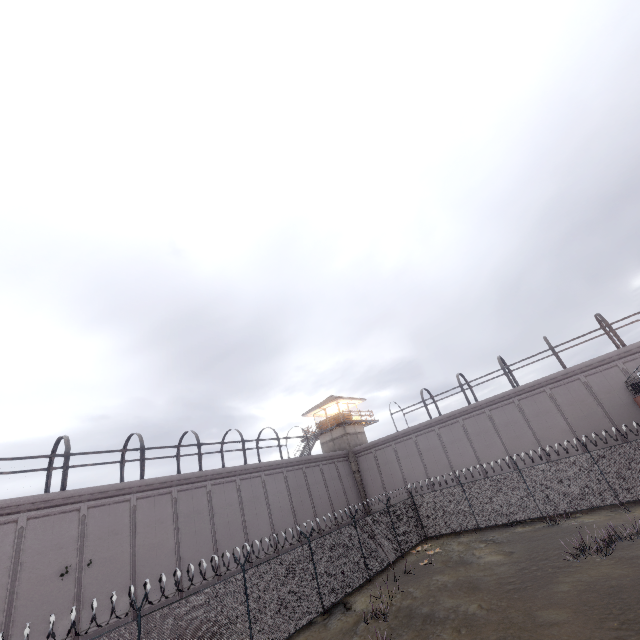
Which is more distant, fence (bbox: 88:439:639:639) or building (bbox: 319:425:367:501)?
building (bbox: 319:425:367:501)

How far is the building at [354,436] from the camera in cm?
3456

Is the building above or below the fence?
above

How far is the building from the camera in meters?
34.6

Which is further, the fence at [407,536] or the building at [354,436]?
the building at [354,436]

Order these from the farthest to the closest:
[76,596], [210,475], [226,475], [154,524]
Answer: [226,475]
[210,475]
[154,524]
[76,596]
